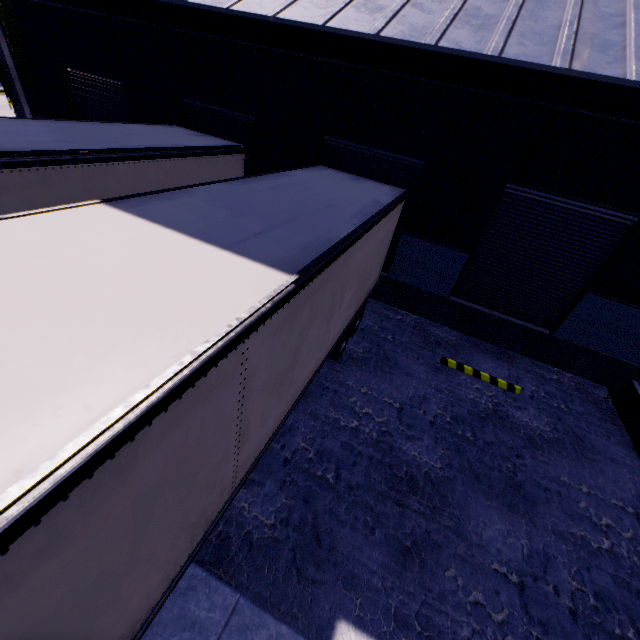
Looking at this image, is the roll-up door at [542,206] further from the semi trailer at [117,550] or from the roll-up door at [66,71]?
the roll-up door at [66,71]

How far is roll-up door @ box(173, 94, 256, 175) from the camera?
9.70m

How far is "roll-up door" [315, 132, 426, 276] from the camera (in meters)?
8.55

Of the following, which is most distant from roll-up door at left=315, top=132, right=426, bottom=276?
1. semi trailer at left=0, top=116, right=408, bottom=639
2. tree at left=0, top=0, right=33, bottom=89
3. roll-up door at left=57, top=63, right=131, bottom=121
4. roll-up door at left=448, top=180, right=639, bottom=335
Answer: tree at left=0, top=0, right=33, bottom=89

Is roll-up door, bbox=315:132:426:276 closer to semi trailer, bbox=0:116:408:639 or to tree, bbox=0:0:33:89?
semi trailer, bbox=0:116:408:639

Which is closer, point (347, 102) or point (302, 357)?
point (302, 357)

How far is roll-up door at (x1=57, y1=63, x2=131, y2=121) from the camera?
10.92m

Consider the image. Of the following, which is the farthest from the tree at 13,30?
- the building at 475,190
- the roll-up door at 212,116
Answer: the roll-up door at 212,116
